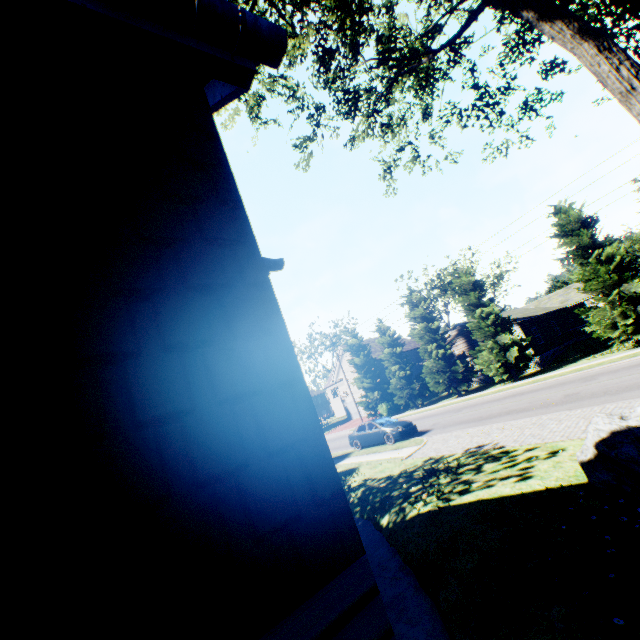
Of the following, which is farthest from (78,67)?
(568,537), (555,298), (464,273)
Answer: (555,298)

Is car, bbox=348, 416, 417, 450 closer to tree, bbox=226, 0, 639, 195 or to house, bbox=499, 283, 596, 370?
tree, bbox=226, 0, 639, 195

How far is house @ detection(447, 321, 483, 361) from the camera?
32.6m

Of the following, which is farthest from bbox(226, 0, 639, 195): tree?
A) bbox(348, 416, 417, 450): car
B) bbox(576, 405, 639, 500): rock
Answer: bbox(348, 416, 417, 450): car

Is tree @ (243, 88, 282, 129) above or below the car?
above

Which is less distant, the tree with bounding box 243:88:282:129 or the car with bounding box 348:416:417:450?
the tree with bounding box 243:88:282:129

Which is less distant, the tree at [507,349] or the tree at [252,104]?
the tree at [252,104]

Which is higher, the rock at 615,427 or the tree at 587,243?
the tree at 587,243
